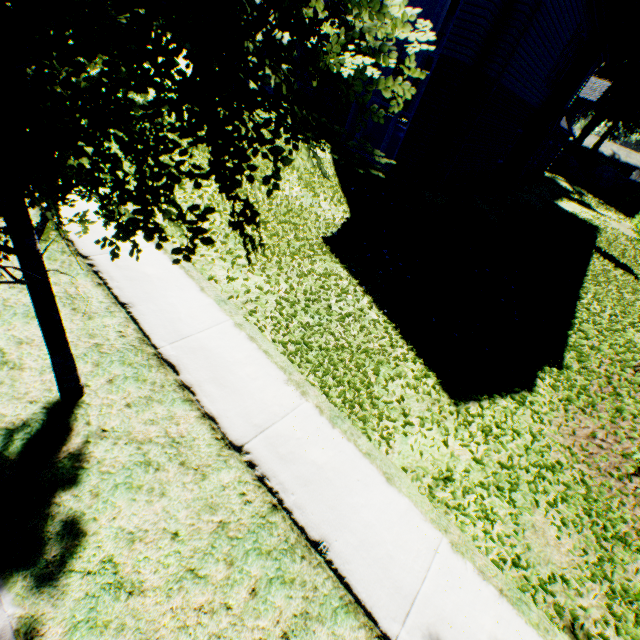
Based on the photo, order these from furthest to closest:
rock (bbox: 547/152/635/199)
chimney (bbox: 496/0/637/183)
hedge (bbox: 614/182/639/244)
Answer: rock (bbox: 547/152/635/199) → hedge (bbox: 614/182/639/244) → chimney (bbox: 496/0/637/183)

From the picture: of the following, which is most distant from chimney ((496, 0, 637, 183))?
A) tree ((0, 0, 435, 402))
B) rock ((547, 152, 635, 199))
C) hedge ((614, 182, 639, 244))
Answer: rock ((547, 152, 635, 199))

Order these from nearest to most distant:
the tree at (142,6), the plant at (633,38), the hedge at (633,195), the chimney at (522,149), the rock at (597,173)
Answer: the tree at (142,6) → the chimney at (522,149) → the hedge at (633,195) → the rock at (597,173) → the plant at (633,38)

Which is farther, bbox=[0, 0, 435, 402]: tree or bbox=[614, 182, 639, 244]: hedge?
bbox=[614, 182, 639, 244]: hedge

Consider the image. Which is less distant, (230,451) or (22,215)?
(22,215)

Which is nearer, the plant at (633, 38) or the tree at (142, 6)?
the tree at (142, 6)

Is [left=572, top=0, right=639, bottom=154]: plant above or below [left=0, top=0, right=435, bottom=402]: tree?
above

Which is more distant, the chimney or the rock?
the rock
